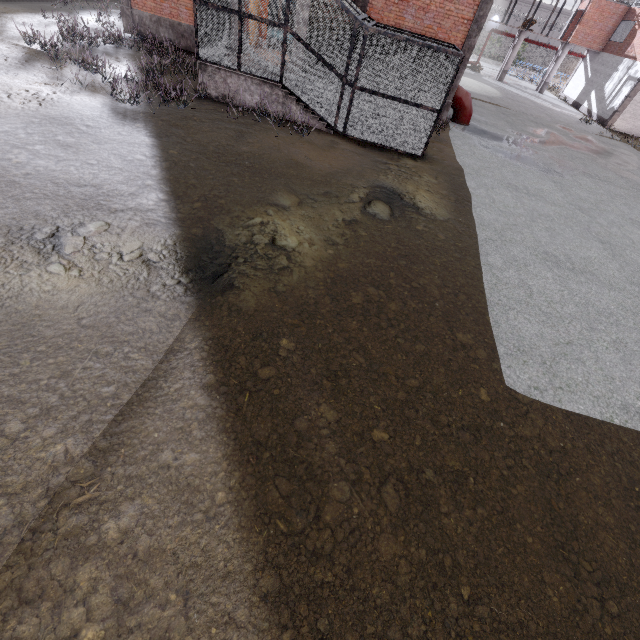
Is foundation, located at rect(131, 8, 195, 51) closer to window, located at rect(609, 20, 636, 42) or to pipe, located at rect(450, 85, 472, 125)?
Answer: pipe, located at rect(450, 85, 472, 125)

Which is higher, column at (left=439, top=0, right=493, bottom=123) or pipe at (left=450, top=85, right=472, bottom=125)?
column at (left=439, top=0, right=493, bottom=123)

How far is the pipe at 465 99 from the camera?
16.0 meters

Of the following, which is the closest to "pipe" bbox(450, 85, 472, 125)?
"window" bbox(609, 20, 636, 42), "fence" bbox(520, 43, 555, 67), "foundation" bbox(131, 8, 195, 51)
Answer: "foundation" bbox(131, 8, 195, 51)

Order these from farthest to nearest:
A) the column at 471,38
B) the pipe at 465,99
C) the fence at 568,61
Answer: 1. the fence at 568,61
2. the pipe at 465,99
3. the column at 471,38

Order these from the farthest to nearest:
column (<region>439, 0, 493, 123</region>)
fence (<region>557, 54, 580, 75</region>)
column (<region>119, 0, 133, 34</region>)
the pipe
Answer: fence (<region>557, 54, 580, 75</region>)
the pipe
column (<region>119, 0, 133, 34</region>)
column (<region>439, 0, 493, 123</region>)

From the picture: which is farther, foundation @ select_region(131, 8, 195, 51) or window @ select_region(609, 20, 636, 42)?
window @ select_region(609, 20, 636, 42)

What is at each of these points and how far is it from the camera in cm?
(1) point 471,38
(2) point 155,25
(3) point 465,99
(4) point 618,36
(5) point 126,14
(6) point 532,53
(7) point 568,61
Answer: (1) column, 1360
(2) foundation, 1552
(3) pipe, 1605
(4) window, 2811
(5) column, 1538
(6) fence, 5891
(7) fence, 5869
